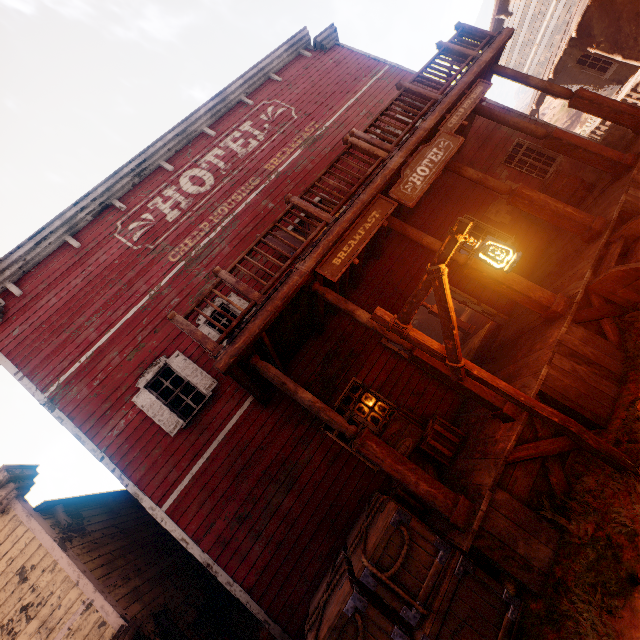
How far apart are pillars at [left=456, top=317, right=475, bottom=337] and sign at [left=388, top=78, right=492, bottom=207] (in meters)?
6.53

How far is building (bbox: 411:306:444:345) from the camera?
19.22m

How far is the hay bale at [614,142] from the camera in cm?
1062

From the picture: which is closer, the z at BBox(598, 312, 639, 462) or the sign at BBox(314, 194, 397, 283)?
the z at BBox(598, 312, 639, 462)

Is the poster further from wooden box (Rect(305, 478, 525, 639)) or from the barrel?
wooden box (Rect(305, 478, 525, 639))

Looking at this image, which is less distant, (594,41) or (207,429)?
(207,429)

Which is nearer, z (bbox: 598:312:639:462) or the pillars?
z (bbox: 598:312:639:462)

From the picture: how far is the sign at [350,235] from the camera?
5.0 meters
